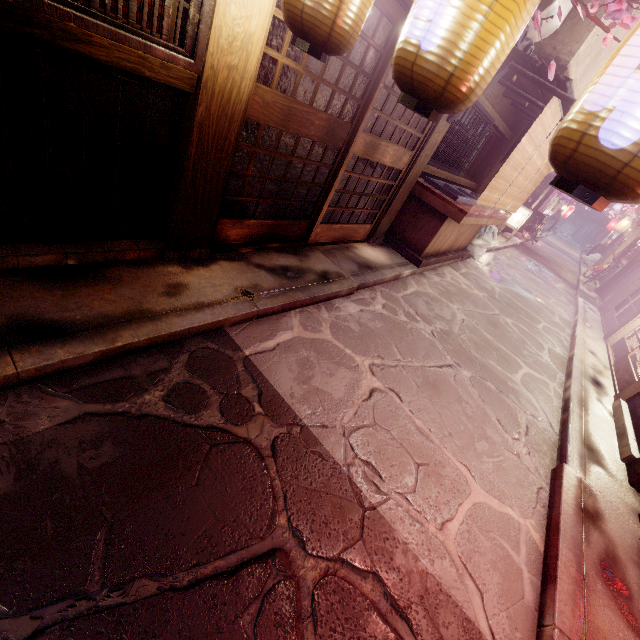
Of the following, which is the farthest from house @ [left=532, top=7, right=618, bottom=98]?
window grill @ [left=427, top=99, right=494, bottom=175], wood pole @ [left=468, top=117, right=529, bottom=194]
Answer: window grill @ [left=427, top=99, right=494, bottom=175]

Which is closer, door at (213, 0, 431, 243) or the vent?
door at (213, 0, 431, 243)

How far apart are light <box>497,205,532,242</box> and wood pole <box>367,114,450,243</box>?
19.0m

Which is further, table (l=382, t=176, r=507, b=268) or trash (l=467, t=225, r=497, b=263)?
trash (l=467, t=225, r=497, b=263)

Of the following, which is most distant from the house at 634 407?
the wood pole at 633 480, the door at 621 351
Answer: the door at 621 351

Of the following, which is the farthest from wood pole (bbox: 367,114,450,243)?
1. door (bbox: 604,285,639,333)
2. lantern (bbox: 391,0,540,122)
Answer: door (bbox: 604,285,639,333)

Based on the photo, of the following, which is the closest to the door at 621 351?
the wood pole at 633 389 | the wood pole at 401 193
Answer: the wood pole at 633 389

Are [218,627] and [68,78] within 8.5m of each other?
yes
